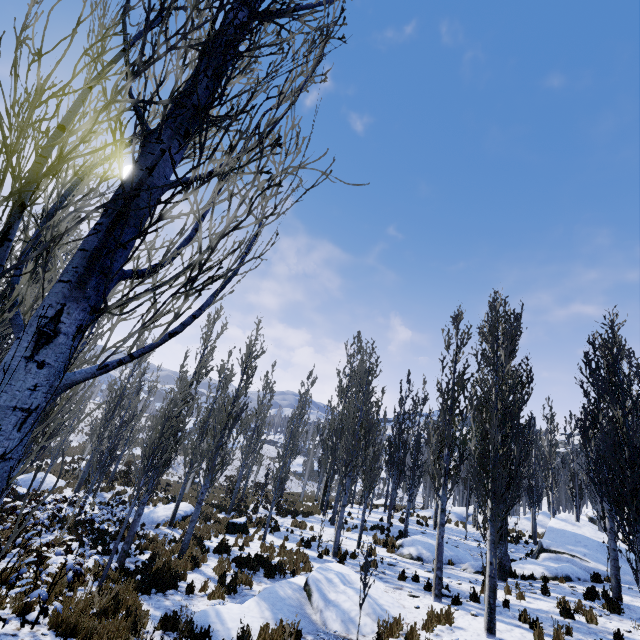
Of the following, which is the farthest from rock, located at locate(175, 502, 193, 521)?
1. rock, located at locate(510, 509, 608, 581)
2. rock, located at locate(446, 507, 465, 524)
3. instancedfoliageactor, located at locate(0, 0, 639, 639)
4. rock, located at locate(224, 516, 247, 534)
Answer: rock, located at locate(446, 507, 465, 524)

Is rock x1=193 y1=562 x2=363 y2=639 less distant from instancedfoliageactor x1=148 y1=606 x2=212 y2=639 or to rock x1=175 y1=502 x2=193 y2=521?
instancedfoliageactor x1=148 y1=606 x2=212 y2=639

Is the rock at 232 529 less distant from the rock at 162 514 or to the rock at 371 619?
the rock at 162 514

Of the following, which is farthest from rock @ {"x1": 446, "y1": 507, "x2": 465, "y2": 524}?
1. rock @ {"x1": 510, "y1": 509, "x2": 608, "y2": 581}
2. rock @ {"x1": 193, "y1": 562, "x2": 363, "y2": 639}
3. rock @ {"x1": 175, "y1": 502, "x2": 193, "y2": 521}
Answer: rock @ {"x1": 175, "y1": 502, "x2": 193, "y2": 521}

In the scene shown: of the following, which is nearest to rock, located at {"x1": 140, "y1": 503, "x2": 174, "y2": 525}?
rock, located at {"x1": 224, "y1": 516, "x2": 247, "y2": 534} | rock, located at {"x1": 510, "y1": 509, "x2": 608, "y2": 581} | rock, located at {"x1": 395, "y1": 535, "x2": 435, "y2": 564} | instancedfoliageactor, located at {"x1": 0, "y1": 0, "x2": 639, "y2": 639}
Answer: instancedfoliageactor, located at {"x1": 0, "y1": 0, "x2": 639, "y2": 639}

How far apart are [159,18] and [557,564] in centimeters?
1920cm

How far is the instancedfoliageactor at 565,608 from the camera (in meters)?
8.87

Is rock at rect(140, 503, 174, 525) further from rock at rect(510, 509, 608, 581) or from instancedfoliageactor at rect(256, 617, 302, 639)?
rock at rect(510, 509, 608, 581)
